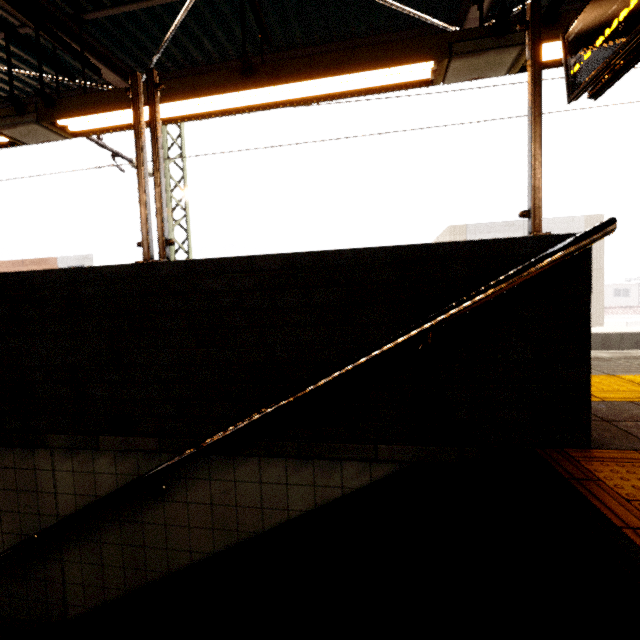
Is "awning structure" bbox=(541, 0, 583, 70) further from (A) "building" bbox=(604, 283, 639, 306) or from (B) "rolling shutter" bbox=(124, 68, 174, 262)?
(A) "building" bbox=(604, 283, 639, 306)

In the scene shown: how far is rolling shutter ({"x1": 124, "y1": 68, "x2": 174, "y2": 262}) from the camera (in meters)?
1.83

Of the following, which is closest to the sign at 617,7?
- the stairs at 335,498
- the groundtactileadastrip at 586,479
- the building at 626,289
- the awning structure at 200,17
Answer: the awning structure at 200,17

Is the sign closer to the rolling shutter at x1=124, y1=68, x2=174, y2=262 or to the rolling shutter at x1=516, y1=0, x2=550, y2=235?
the rolling shutter at x1=516, y1=0, x2=550, y2=235

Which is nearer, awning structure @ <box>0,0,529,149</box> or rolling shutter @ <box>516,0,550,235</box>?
rolling shutter @ <box>516,0,550,235</box>

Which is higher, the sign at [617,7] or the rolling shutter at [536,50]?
the sign at [617,7]

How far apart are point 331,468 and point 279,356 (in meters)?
0.66

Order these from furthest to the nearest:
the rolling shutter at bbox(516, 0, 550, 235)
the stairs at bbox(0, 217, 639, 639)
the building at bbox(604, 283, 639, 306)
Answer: the building at bbox(604, 283, 639, 306), the rolling shutter at bbox(516, 0, 550, 235), the stairs at bbox(0, 217, 639, 639)
